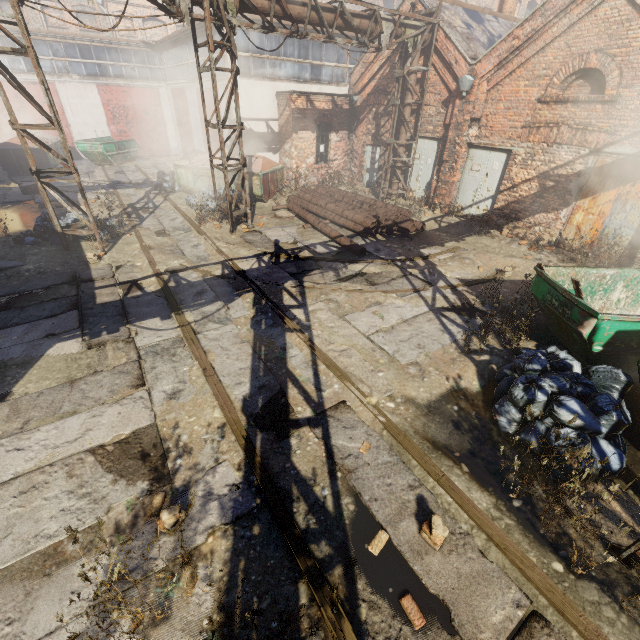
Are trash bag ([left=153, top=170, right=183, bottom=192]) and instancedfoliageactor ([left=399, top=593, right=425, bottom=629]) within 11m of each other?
no

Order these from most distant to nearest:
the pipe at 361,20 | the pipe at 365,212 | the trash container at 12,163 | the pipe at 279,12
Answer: the trash container at 12,163 < the pipe at 365,212 < the pipe at 361,20 < the pipe at 279,12

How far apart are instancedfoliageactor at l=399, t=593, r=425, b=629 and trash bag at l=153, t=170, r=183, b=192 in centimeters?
1653cm

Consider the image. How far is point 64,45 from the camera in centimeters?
1936cm

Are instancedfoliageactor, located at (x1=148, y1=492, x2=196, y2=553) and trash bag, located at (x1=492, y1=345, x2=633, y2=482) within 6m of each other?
yes

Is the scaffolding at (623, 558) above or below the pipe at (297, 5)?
below

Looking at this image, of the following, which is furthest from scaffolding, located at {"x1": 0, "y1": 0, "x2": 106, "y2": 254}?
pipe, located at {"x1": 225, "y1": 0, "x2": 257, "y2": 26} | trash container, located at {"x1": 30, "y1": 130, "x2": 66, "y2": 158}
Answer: trash container, located at {"x1": 30, "y1": 130, "x2": 66, "y2": 158}

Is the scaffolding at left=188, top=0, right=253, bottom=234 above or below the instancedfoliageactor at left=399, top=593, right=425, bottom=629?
above
